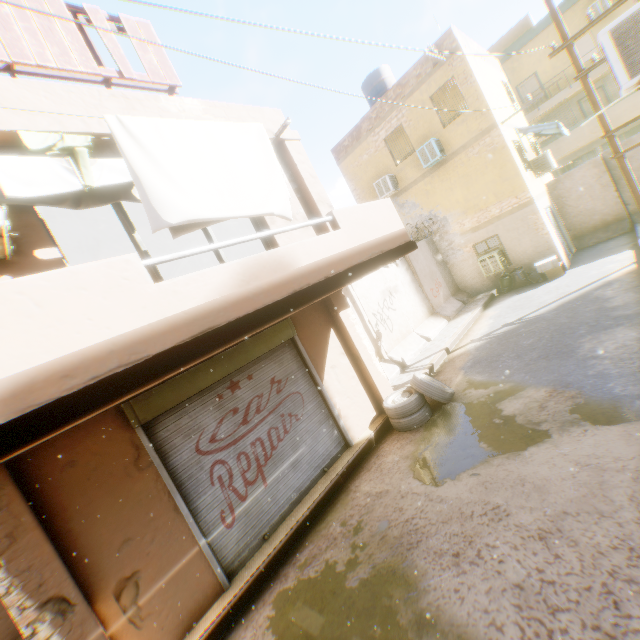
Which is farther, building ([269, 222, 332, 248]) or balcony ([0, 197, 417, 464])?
building ([269, 222, 332, 248])

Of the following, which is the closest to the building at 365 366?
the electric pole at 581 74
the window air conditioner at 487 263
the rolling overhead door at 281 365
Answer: the rolling overhead door at 281 365

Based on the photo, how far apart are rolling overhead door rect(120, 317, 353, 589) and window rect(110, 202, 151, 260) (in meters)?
1.35

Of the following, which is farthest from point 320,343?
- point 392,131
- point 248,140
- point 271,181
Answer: point 392,131

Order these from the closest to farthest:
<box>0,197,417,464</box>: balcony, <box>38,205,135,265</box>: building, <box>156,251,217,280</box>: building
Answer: <box>0,197,417,464</box>: balcony
<box>38,205,135,265</box>: building
<box>156,251,217,280</box>: building

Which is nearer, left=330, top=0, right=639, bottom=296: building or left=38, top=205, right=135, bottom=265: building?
left=38, top=205, right=135, bottom=265: building

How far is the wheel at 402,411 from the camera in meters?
6.8

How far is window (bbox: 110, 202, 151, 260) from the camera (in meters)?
4.60
